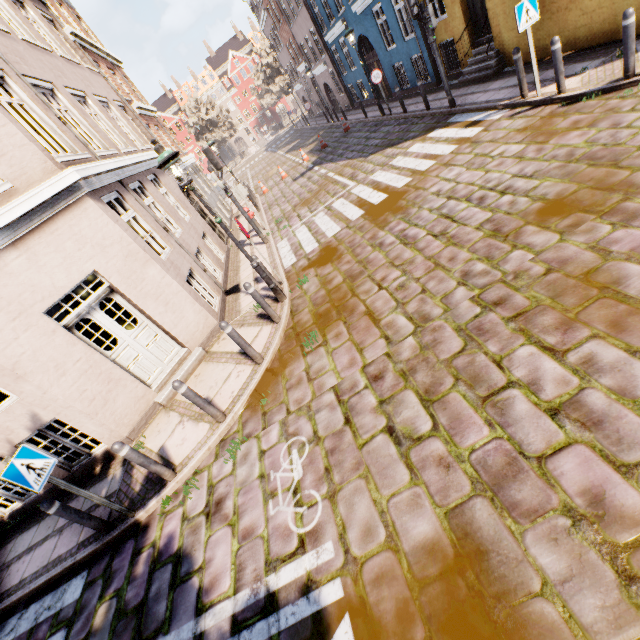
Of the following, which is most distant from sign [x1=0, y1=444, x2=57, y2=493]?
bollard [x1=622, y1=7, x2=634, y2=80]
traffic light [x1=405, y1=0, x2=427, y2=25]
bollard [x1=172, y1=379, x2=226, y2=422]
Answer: traffic light [x1=405, y1=0, x2=427, y2=25]

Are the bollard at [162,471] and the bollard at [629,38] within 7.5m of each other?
no

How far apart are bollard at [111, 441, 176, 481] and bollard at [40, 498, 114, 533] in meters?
1.1

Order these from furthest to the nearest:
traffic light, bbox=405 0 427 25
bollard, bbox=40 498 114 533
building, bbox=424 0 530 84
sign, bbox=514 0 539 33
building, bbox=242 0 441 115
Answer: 1. building, bbox=242 0 441 115
2. building, bbox=424 0 530 84
3. traffic light, bbox=405 0 427 25
4. sign, bbox=514 0 539 33
5. bollard, bbox=40 498 114 533

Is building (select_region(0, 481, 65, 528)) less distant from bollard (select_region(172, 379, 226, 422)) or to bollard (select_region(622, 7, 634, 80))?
bollard (select_region(622, 7, 634, 80))

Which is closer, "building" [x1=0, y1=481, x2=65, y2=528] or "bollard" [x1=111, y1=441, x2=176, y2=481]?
"bollard" [x1=111, y1=441, x2=176, y2=481]

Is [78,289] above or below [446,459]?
above

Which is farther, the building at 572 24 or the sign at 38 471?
the building at 572 24
